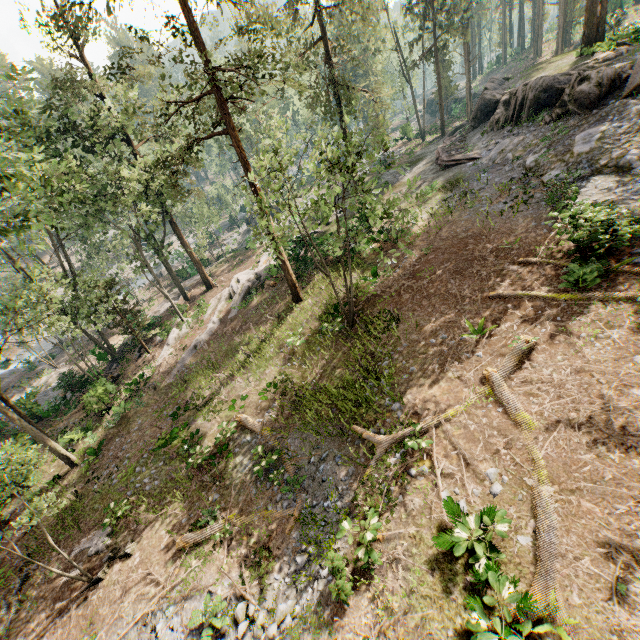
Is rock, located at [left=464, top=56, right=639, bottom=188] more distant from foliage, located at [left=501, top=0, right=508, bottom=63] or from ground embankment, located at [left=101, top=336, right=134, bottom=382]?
ground embankment, located at [left=101, top=336, right=134, bottom=382]

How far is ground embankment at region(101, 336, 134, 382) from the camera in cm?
2664

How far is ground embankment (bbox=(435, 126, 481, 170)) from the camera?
23.4m

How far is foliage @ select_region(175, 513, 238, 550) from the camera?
11.8m

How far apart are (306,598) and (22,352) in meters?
51.3 m

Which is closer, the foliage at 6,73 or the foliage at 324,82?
the foliage at 6,73

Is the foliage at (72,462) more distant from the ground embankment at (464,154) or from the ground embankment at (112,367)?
the ground embankment at (464,154)

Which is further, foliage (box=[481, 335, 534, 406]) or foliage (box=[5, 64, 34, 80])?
foliage (box=[5, 64, 34, 80])
